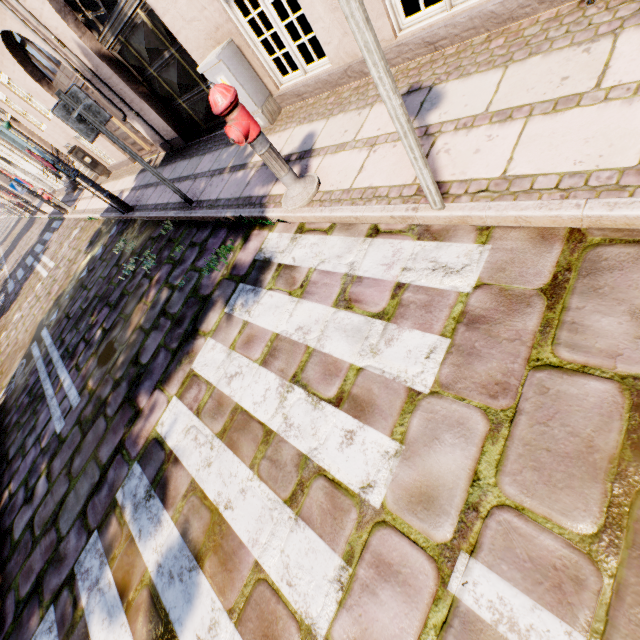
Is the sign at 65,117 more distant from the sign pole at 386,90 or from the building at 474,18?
the sign pole at 386,90

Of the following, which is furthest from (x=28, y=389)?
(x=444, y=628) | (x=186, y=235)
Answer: (x=444, y=628)

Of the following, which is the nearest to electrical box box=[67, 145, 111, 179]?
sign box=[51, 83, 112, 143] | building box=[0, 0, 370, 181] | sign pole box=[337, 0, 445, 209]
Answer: building box=[0, 0, 370, 181]

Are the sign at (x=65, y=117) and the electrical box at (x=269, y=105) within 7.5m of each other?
yes

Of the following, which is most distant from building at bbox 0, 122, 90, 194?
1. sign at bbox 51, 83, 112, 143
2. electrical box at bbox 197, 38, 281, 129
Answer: sign at bbox 51, 83, 112, 143

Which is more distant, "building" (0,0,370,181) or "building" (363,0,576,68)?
"building" (0,0,370,181)

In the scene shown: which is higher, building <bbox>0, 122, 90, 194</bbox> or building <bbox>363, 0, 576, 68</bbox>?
building <bbox>0, 122, 90, 194</bbox>

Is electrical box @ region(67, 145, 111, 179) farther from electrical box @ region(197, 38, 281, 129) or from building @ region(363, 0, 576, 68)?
electrical box @ region(197, 38, 281, 129)
